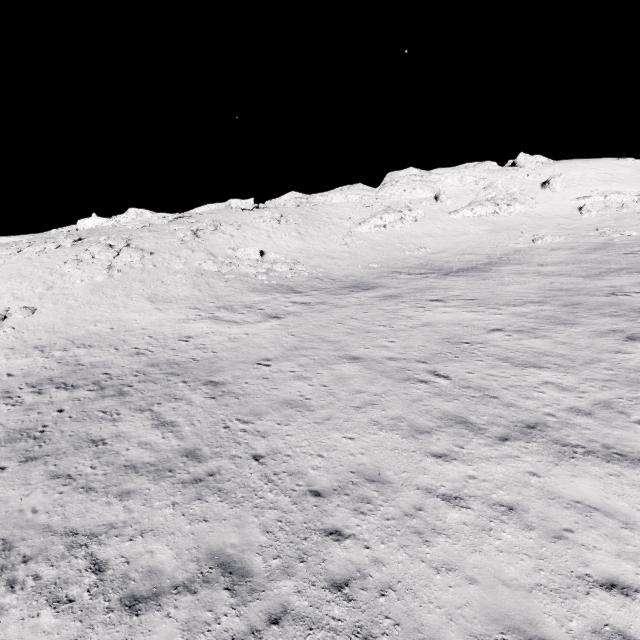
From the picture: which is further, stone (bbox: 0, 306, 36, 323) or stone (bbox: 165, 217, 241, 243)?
stone (bbox: 165, 217, 241, 243)

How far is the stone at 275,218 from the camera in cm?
4478

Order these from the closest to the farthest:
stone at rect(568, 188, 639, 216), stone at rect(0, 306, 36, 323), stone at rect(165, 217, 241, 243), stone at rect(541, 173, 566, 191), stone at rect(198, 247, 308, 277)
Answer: stone at rect(0, 306, 36, 323)
stone at rect(198, 247, 308, 277)
stone at rect(165, 217, 241, 243)
stone at rect(568, 188, 639, 216)
stone at rect(541, 173, 566, 191)

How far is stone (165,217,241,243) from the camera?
37.3m

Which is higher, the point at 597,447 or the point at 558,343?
the point at 558,343

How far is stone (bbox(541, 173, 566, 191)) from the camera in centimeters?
5156cm

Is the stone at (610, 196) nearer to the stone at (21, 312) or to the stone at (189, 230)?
the stone at (189, 230)

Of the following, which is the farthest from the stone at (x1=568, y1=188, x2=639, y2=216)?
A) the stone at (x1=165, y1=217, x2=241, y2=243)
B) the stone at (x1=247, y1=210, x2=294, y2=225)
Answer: the stone at (x1=165, y1=217, x2=241, y2=243)
